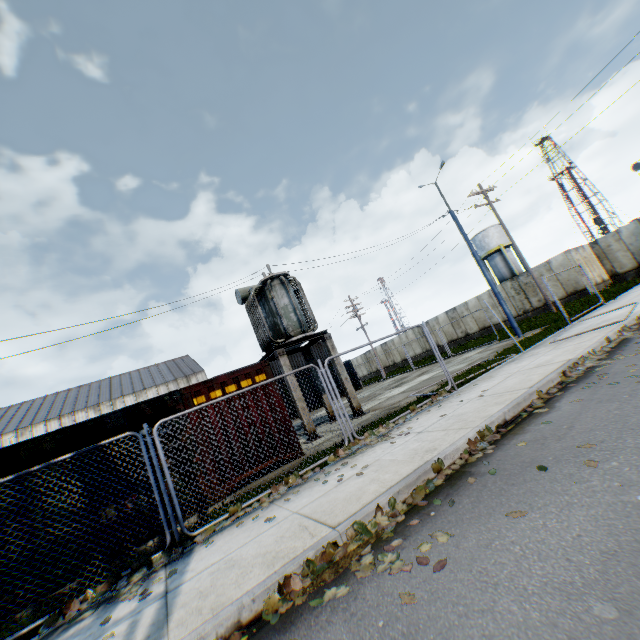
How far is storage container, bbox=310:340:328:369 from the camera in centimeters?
3225cm

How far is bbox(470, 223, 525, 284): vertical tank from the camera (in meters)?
42.71

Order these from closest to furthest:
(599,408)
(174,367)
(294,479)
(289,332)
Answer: (599,408) → (294,479) → (289,332) → (174,367)

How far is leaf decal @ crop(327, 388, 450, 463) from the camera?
6.9m

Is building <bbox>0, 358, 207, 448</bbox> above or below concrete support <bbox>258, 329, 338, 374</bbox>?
above

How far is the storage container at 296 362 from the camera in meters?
31.0 m

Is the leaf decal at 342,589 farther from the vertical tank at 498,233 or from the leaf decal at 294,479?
the vertical tank at 498,233

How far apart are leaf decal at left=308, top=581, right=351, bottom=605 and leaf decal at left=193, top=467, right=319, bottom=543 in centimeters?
170cm
